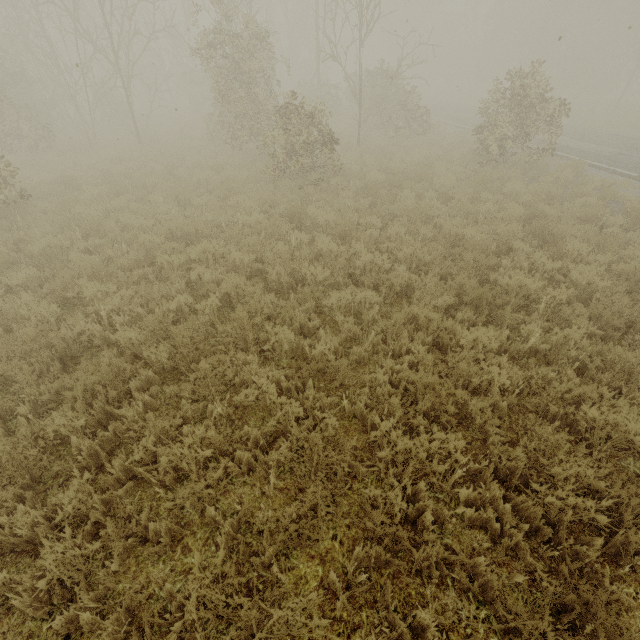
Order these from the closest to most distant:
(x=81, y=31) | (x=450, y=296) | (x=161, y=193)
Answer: (x=450, y=296) < (x=161, y=193) < (x=81, y=31)
